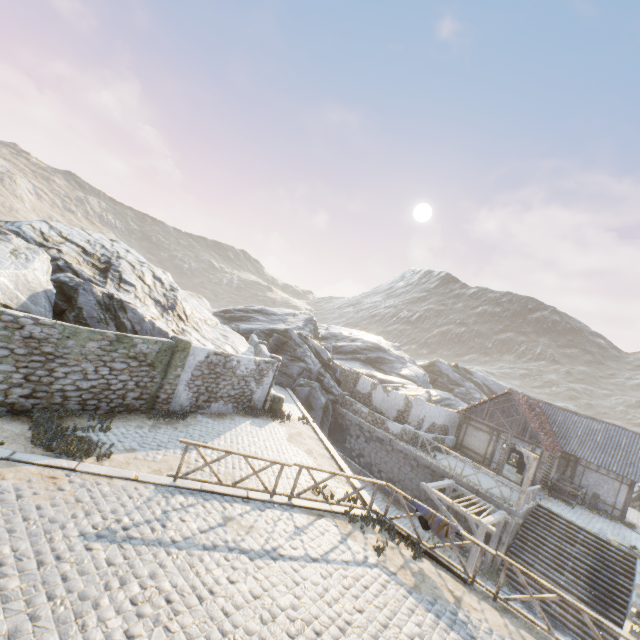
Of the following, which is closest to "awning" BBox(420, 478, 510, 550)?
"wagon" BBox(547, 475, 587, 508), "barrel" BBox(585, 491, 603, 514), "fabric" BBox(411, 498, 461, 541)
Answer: "fabric" BBox(411, 498, 461, 541)

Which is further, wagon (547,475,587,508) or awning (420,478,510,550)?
wagon (547,475,587,508)

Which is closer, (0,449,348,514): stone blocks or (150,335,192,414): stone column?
(0,449,348,514): stone blocks

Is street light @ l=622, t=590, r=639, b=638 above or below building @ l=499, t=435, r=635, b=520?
below

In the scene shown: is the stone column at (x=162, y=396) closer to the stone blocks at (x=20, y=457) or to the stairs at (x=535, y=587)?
the stone blocks at (x=20, y=457)

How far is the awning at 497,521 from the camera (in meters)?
14.41

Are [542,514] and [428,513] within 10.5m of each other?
no

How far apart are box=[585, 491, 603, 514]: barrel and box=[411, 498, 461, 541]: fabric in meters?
19.6 m
